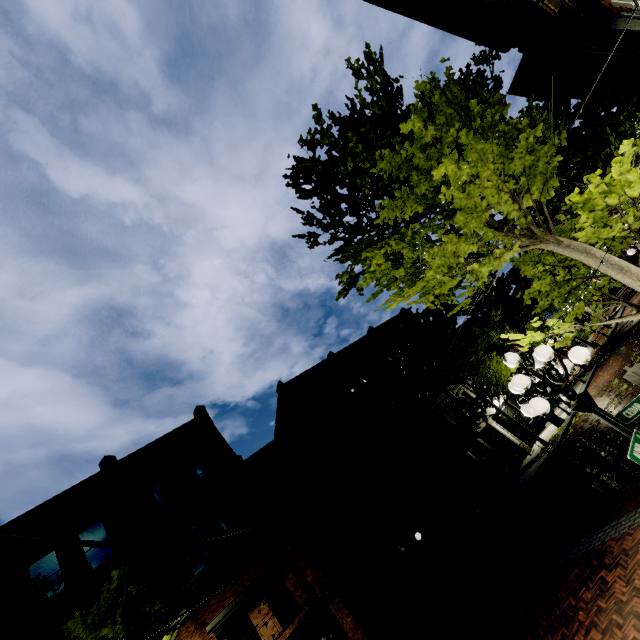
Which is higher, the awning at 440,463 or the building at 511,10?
the building at 511,10

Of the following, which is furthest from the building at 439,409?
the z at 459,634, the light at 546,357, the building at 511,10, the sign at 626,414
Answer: the building at 511,10

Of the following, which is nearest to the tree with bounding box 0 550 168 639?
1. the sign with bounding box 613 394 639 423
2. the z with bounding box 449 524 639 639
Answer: the z with bounding box 449 524 639 639

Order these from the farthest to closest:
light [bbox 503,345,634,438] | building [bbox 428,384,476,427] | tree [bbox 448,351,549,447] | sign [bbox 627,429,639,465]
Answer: building [bbox 428,384,476,427], tree [bbox 448,351,549,447], light [bbox 503,345,634,438], sign [bbox 627,429,639,465]

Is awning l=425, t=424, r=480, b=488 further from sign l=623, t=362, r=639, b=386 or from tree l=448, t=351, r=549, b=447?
sign l=623, t=362, r=639, b=386

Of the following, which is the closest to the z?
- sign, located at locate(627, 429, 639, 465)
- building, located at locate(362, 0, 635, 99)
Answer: sign, located at locate(627, 429, 639, 465)

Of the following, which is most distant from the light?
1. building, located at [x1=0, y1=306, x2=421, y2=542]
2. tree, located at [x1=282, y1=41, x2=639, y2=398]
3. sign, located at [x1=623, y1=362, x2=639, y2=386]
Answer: building, located at [x1=0, y1=306, x2=421, y2=542]

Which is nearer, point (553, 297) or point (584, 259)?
point (584, 259)
